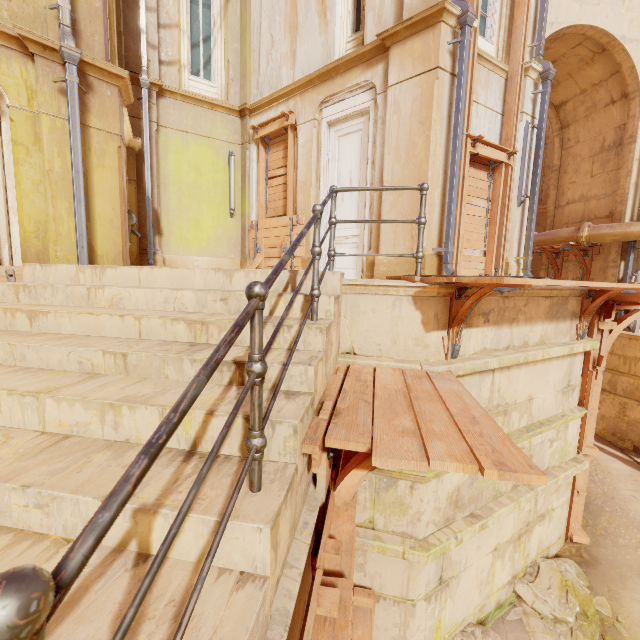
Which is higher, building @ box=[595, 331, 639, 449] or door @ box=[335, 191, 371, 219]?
door @ box=[335, 191, 371, 219]

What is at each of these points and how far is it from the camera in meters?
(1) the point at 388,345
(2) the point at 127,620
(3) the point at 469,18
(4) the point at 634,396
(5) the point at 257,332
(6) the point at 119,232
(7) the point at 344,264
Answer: (1) building, 3.7 m
(2) metal bar, 0.7 m
(3) pipe, 5.4 m
(4) building, 8.9 m
(5) fence, 1.4 m
(6) column, 5.3 m
(7) door, 7.6 m

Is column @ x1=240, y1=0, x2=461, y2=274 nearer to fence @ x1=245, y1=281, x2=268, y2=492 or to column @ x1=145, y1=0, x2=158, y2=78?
column @ x1=145, y1=0, x2=158, y2=78

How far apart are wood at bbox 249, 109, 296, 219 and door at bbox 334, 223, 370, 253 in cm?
69

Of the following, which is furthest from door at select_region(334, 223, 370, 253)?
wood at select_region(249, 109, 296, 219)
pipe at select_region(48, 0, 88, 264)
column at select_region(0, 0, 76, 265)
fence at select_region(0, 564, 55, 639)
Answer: fence at select_region(0, 564, 55, 639)

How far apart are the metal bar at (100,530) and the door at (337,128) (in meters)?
5.91

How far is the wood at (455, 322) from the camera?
3.22m

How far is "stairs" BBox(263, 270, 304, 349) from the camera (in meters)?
2.73
